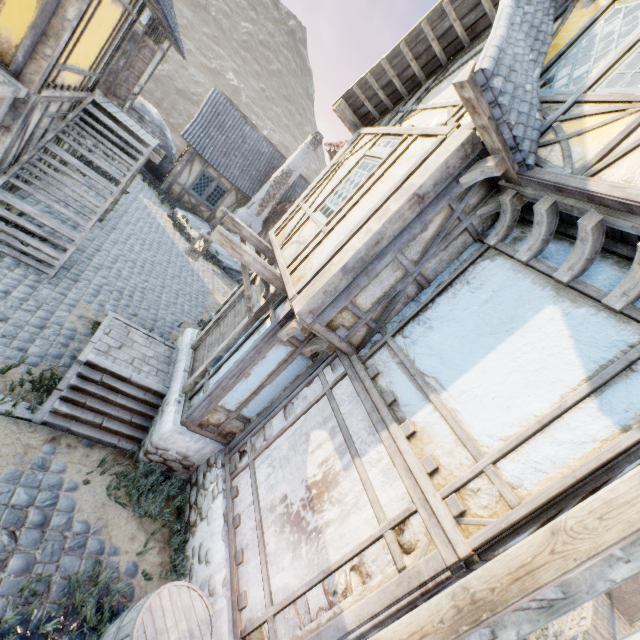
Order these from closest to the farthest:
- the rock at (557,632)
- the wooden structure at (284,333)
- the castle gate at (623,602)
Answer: the wooden structure at (284,333) < the rock at (557,632) < the castle gate at (623,602)

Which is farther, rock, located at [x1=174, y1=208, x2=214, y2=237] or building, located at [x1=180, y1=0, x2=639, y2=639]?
rock, located at [x1=174, y1=208, x2=214, y2=237]

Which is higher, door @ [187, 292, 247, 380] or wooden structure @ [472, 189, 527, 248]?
wooden structure @ [472, 189, 527, 248]

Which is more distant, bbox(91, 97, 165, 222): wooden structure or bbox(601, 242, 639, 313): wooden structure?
bbox(91, 97, 165, 222): wooden structure

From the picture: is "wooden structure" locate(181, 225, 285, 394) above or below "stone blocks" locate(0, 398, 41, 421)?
above

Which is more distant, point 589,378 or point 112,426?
point 112,426

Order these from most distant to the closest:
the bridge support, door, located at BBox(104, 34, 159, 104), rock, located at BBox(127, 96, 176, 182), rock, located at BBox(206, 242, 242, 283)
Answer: rock, located at BBox(127, 96, 176, 182)
the bridge support
rock, located at BBox(206, 242, 242, 283)
door, located at BBox(104, 34, 159, 104)

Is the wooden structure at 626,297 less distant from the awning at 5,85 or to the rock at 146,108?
the awning at 5,85
